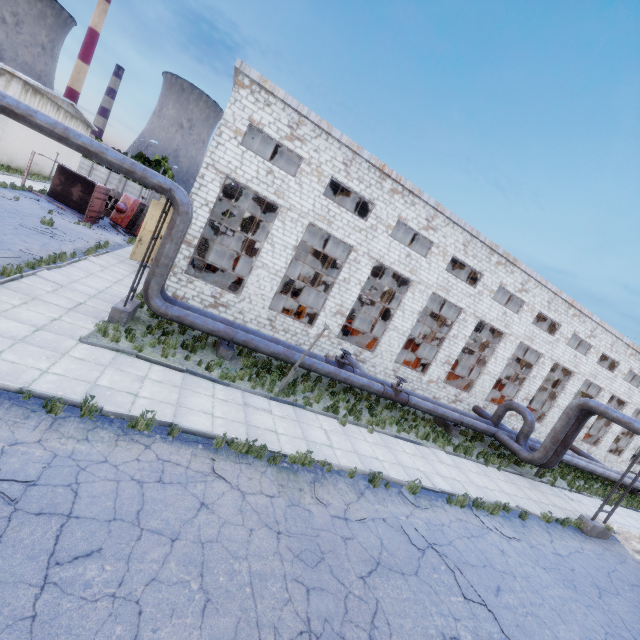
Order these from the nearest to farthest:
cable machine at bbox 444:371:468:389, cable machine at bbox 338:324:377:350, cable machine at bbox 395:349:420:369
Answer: cable machine at bbox 338:324:377:350 → cable machine at bbox 395:349:420:369 → cable machine at bbox 444:371:468:389

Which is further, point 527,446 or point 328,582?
point 527,446

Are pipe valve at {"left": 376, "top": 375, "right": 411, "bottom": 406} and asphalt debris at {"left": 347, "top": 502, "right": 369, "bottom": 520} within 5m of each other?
no

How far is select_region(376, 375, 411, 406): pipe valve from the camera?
15.7 meters

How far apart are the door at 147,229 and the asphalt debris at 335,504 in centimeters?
1745cm

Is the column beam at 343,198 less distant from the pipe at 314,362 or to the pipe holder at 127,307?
the pipe at 314,362

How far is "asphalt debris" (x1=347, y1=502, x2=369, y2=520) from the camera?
7.8m

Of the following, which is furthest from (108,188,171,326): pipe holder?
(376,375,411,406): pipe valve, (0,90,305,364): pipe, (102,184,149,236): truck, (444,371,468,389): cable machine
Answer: (444,371,468,389): cable machine
